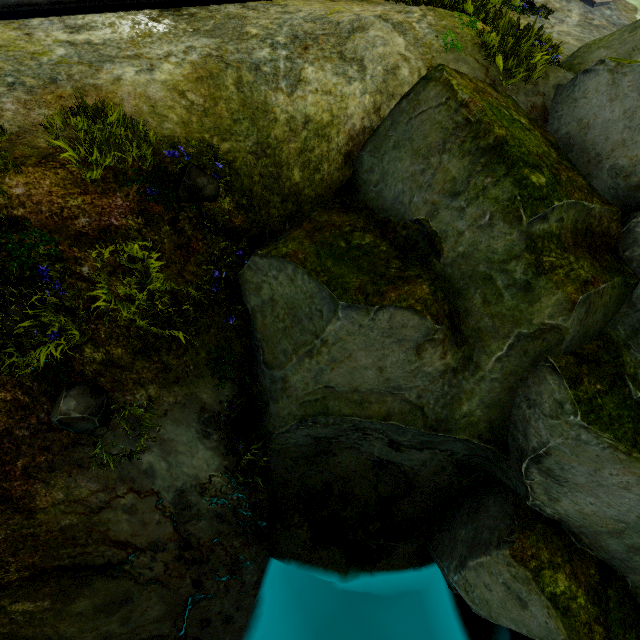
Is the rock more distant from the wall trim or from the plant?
the wall trim

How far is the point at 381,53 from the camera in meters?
6.0

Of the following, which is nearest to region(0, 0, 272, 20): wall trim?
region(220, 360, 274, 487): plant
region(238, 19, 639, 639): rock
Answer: region(238, 19, 639, 639): rock

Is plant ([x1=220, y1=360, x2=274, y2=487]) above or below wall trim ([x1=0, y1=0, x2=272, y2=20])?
below

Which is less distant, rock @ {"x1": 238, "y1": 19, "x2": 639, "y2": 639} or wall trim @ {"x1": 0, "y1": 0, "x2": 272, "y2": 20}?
rock @ {"x1": 238, "y1": 19, "x2": 639, "y2": 639}

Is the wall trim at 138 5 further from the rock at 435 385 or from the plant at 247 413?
the plant at 247 413

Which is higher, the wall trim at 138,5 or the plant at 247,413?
the wall trim at 138,5

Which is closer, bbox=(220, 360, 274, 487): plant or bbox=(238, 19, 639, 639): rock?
bbox=(238, 19, 639, 639): rock
